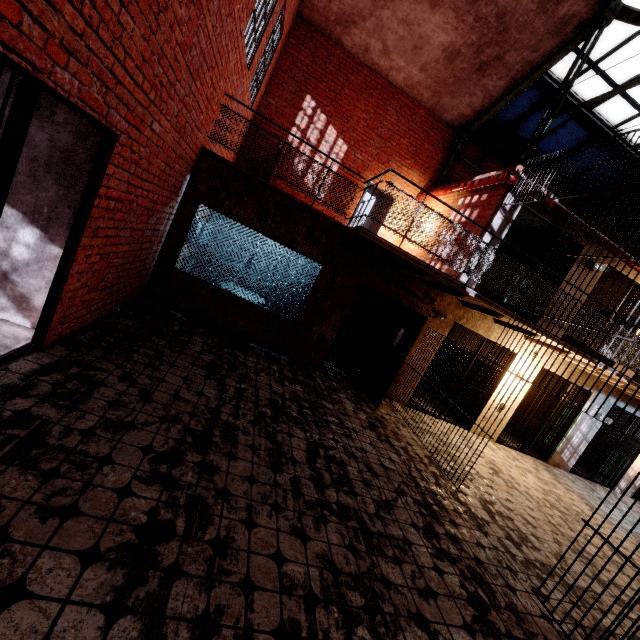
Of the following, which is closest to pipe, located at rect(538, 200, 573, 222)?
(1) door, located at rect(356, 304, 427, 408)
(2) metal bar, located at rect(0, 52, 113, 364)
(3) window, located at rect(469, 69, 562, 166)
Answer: (3) window, located at rect(469, 69, 562, 166)

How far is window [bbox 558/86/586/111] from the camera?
8.28m

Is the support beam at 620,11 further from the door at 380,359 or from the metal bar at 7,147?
the metal bar at 7,147

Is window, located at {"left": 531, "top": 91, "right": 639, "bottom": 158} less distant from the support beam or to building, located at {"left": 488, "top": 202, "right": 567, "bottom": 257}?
the support beam

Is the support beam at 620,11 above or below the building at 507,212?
above

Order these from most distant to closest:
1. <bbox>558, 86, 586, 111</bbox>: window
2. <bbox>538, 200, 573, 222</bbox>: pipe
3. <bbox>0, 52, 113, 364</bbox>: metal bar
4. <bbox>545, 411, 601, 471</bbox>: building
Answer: <bbox>545, 411, 601, 471</bbox>: building
<bbox>558, 86, 586, 111</bbox>: window
<bbox>538, 200, 573, 222</bbox>: pipe
<bbox>0, 52, 113, 364</bbox>: metal bar

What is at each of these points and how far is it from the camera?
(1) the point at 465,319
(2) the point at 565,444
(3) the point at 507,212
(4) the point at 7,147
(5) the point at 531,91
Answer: (1) building, 7.66m
(2) building, 9.26m
(3) building, 7.16m
(4) metal bar, 2.12m
(5) window, 8.76m

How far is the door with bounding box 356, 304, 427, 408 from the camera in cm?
658
